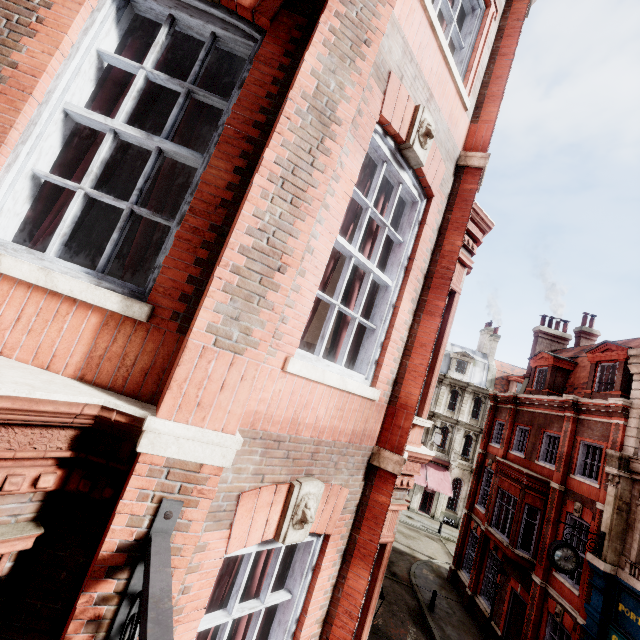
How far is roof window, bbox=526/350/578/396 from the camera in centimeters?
1867cm

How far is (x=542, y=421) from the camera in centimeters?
1706cm

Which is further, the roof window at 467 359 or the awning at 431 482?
the roof window at 467 359

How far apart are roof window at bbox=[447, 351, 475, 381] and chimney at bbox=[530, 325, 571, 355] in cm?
1210

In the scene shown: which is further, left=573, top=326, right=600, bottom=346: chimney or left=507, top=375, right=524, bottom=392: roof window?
left=507, top=375, right=524, bottom=392: roof window

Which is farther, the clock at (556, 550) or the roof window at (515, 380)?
the roof window at (515, 380)

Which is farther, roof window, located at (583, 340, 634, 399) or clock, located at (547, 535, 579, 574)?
roof window, located at (583, 340, 634, 399)

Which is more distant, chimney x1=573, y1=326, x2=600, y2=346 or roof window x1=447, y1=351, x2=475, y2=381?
roof window x1=447, y1=351, x2=475, y2=381
